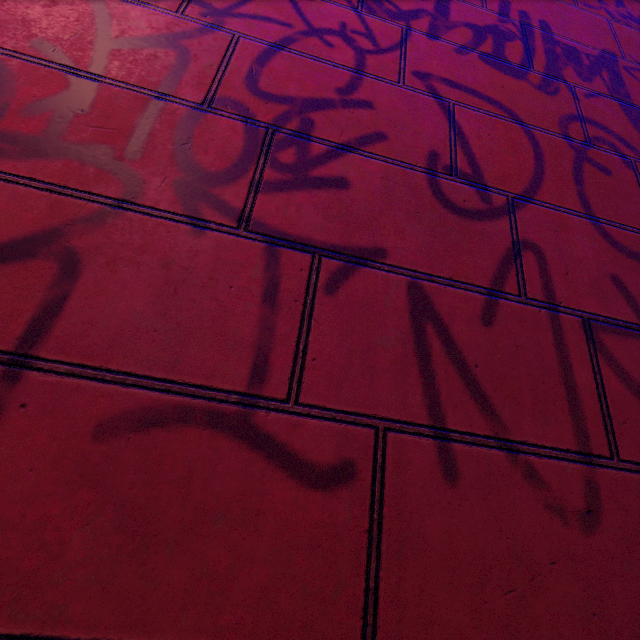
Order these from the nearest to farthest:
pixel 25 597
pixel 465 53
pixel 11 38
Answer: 1. pixel 25 597
2. pixel 11 38
3. pixel 465 53
